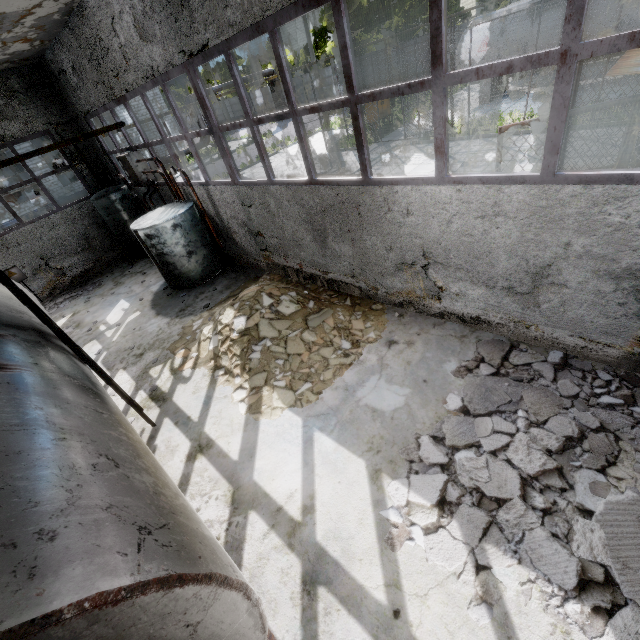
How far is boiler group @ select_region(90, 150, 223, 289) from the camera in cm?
924

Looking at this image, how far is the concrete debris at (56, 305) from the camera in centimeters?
1188cm

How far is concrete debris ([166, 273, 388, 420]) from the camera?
A: 5.88m

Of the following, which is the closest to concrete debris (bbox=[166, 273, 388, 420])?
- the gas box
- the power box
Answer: the power box

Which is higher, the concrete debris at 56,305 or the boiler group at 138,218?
the boiler group at 138,218

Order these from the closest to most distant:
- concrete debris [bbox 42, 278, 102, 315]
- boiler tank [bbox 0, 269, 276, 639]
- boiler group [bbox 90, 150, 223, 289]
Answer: boiler tank [bbox 0, 269, 276, 639]
boiler group [bbox 90, 150, 223, 289]
concrete debris [bbox 42, 278, 102, 315]

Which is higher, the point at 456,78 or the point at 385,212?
the point at 456,78

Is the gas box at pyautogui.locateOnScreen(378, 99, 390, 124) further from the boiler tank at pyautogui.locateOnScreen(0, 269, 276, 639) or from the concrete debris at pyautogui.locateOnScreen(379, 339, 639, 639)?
the boiler tank at pyautogui.locateOnScreen(0, 269, 276, 639)
